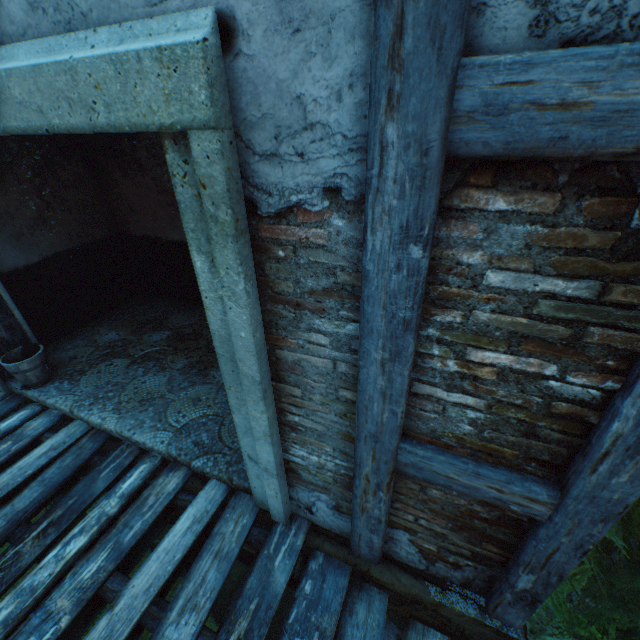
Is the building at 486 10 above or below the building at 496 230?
above

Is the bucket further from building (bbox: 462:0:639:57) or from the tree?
the tree

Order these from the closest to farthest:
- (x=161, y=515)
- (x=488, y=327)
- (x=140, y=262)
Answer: (x=488, y=327), (x=161, y=515), (x=140, y=262)

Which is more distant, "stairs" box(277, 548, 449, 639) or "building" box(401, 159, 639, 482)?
"stairs" box(277, 548, 449, 639)

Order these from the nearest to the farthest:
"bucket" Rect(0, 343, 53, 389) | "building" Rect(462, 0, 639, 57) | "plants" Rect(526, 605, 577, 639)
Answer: "building" Rect(462, 0, 639, 57) < "plants" Rect(526, 605, 577, 639) < "bucket" Rect(0, 343, 53, 389)

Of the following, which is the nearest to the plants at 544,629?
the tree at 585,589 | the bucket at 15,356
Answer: the tree at 585,589

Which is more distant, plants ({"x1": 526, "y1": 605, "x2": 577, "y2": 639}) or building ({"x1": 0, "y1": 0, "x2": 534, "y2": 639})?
plants ({"x1": 526, "y1": 605, "x2": 577, "y2": 639})

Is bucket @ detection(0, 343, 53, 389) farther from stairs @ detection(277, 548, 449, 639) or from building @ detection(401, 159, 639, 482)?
stairs @ detection(277, 548, 449, 639)
